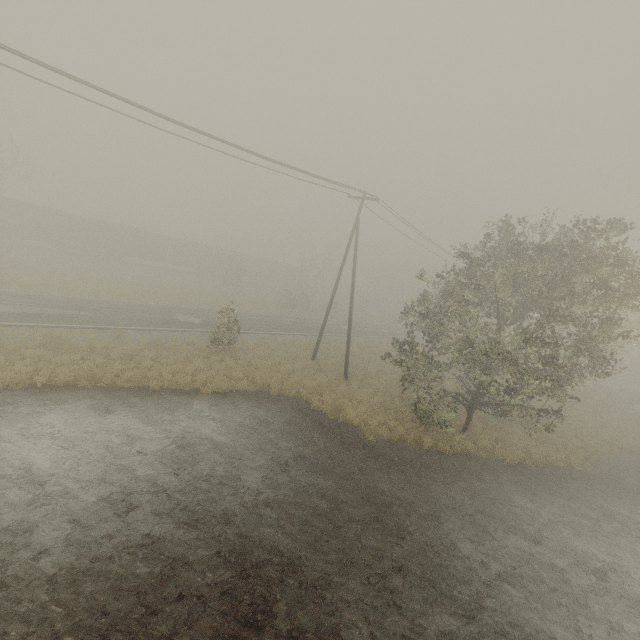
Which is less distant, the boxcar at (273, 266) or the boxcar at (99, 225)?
the boxcar at (99, 225)

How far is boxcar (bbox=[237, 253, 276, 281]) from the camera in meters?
55.3 m

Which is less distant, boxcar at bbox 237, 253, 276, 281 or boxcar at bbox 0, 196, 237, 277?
boxcar at bbox 0, 196, 237, 277

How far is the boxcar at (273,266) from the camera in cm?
5534

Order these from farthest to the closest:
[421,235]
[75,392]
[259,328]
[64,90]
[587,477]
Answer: [259,328] → [421,235] → [587,477] → [75,392] → [64,90]
